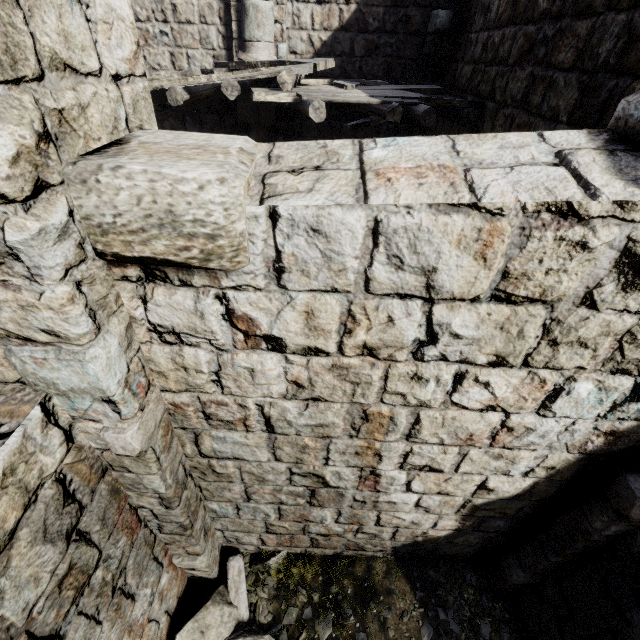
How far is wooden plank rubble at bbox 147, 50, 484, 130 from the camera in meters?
5.2 m

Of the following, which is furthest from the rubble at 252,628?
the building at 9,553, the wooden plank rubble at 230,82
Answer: the wooden plank rubble at 230,82

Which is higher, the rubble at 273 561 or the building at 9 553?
the building at 9 553

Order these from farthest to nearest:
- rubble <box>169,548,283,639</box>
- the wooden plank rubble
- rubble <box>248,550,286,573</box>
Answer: the wooden plank rubble → rubble <box>248,550,286,573</box> → rubble <box>169,548,283,639</box>

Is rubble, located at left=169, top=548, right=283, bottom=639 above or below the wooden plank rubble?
below

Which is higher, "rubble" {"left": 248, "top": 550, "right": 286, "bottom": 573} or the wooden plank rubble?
the wooden plank rubble

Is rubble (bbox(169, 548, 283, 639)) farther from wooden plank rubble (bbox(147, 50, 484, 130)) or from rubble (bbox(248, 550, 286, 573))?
wooden plank rubble (bbox(147, 50, 484, 130))

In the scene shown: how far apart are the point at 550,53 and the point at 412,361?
4.8 meters
